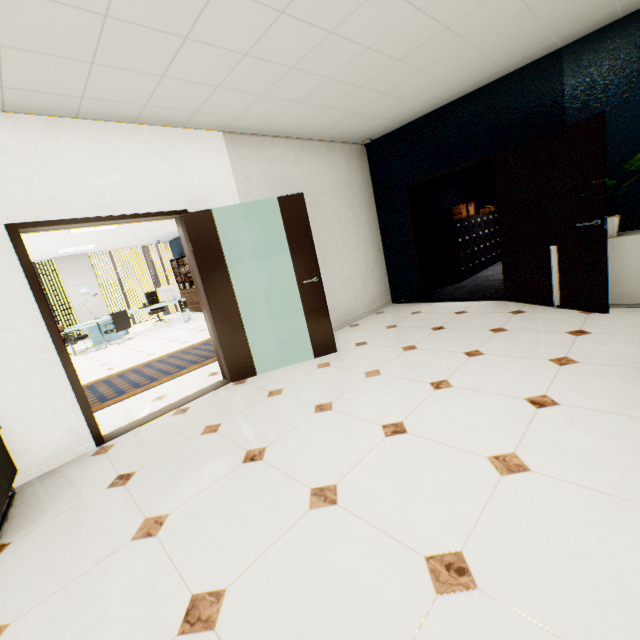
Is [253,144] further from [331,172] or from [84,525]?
[84,525]

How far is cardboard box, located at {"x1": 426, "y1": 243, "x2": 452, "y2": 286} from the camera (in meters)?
6.88

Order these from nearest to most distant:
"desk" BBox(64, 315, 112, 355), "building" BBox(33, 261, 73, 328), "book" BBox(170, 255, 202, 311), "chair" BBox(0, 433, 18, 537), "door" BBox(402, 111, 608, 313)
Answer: "chair" BBox(0, 433, 18, 537) → "door" BBox(402, 111, 608, 313) → "desk" BBox(64, 315, 112, 355) → "book" BBox(170, 255, 202, 311) → "building" BBox(33, 261, 73, 328)

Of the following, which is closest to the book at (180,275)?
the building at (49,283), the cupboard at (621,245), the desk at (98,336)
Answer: the desk at (98,336)

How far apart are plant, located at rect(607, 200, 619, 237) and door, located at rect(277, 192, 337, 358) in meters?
3.2

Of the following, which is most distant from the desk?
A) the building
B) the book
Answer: the building

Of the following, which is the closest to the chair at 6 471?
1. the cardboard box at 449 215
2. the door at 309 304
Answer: the door at 309 304

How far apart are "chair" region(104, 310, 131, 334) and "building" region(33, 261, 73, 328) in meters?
60.0
